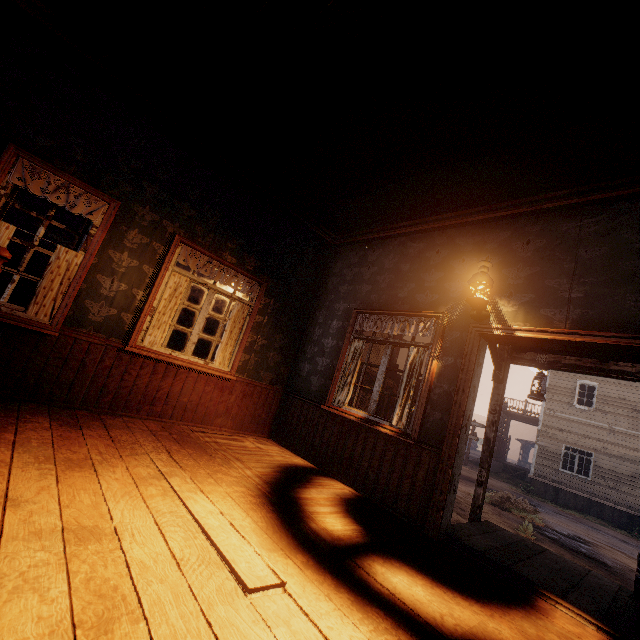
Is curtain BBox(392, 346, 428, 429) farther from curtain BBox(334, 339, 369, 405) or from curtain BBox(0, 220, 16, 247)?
curtain BBox(0, 220, 16, 247)

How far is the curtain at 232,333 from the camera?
4.9m

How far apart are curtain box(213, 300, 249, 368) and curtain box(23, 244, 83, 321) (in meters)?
1.98

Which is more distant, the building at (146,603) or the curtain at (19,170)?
the curtain at (19,170)

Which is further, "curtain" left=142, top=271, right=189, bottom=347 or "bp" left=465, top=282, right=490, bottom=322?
"curtain" left=142, top=271, right=189, bottom=347

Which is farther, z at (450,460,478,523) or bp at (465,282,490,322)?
Answer: z at (450,460,478,523)

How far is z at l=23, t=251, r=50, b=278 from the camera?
28.5 meters

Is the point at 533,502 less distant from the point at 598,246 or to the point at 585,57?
the point at 598,246
